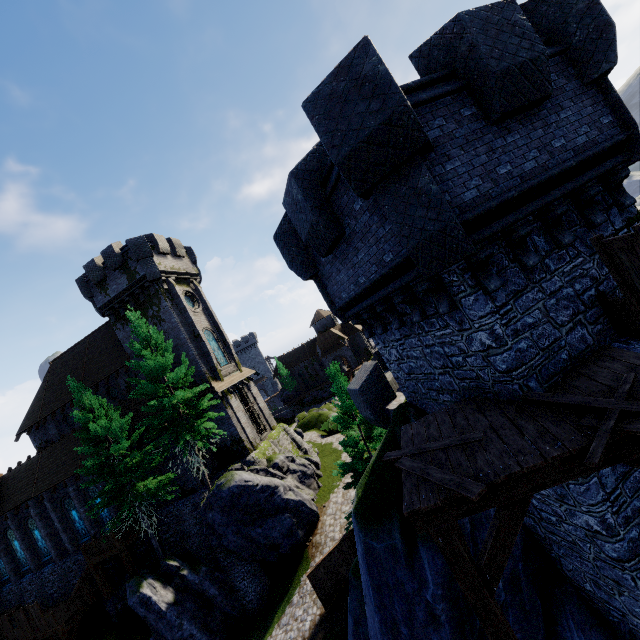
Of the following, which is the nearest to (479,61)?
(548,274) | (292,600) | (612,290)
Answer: (548,274)

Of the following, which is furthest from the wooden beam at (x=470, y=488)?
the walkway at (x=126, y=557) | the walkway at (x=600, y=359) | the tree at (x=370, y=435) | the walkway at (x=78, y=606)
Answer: the walkway at (x=78, y=606)

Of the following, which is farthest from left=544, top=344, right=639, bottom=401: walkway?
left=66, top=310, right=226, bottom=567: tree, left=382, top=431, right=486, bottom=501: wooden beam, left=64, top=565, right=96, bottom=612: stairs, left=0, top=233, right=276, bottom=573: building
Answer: left=64, top=565, right=96, bottom=612: stairs

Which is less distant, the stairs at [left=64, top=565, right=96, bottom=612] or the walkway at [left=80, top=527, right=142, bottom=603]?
the walkway at [left=80, top=527, right=142, bottom=603]

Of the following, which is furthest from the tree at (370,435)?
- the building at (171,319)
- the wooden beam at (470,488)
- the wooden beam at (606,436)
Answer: the wooden beam at (606,436)

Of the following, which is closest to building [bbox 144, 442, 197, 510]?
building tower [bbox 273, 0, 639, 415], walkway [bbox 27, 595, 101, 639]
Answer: walkway [bbox 27, 595, 101, 639]

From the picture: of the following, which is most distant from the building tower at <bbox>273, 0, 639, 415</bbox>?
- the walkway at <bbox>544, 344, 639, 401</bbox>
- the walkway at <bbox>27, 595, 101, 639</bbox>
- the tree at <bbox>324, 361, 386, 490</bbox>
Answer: the walkway at <bbox>27, 595, 101, 639</bbox>

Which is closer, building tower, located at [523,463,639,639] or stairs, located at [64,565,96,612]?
building tower, located at [523,463,639,639]
